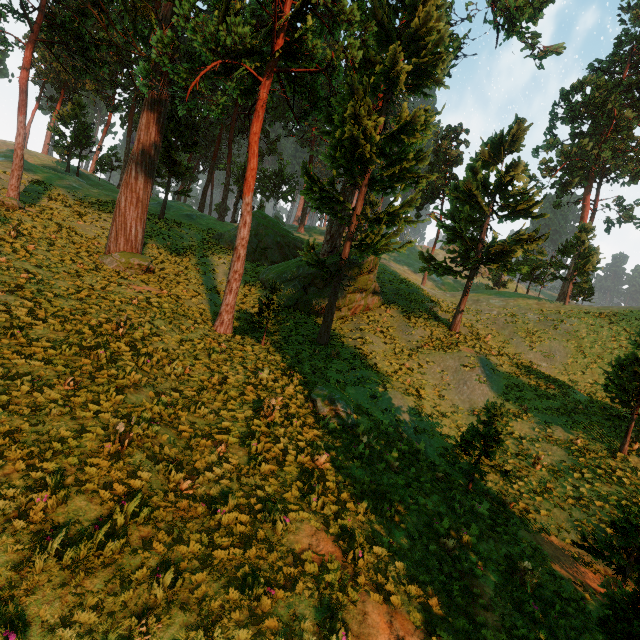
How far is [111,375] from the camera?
9.6 meters

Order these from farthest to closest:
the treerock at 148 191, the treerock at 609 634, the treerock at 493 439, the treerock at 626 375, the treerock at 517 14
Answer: the treerock at 517 14, the treerock at 148 191, the treerock at 626 375, the treerock at 493 439, the treerock at 609 634

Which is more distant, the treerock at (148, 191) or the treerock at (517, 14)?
the treerock at (517, 14)

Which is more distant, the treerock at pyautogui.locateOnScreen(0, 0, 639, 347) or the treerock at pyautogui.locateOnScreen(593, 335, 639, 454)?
the treerock at pyautogui.locateOnScreen(0, 0, 639, 347)

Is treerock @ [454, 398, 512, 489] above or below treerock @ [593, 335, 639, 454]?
below

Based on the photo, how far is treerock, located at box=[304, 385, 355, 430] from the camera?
12.1 meters
